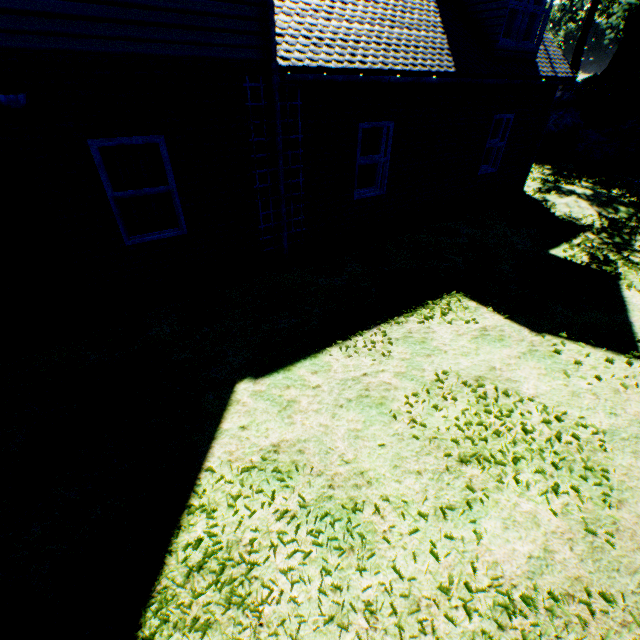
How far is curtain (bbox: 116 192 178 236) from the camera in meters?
5.4

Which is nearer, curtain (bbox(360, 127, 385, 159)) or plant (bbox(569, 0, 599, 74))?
curtain (bbox(360, 127, 385, 159))

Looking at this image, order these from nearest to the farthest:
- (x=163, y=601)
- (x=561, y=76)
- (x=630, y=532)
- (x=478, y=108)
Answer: (x=163, y=601) → (x=630, y=532) → (x=478, y=108) → (x=561, y=76)

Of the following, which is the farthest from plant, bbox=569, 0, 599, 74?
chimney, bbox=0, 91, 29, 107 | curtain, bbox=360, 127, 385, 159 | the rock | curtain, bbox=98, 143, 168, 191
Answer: chimney, bbox=0, 91, 29, 107

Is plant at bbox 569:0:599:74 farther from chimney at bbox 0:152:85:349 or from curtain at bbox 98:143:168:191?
chimney at bbox 0:152:85:349

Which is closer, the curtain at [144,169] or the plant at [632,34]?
the curtain at [144,169]

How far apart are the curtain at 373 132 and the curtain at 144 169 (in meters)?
3.96
